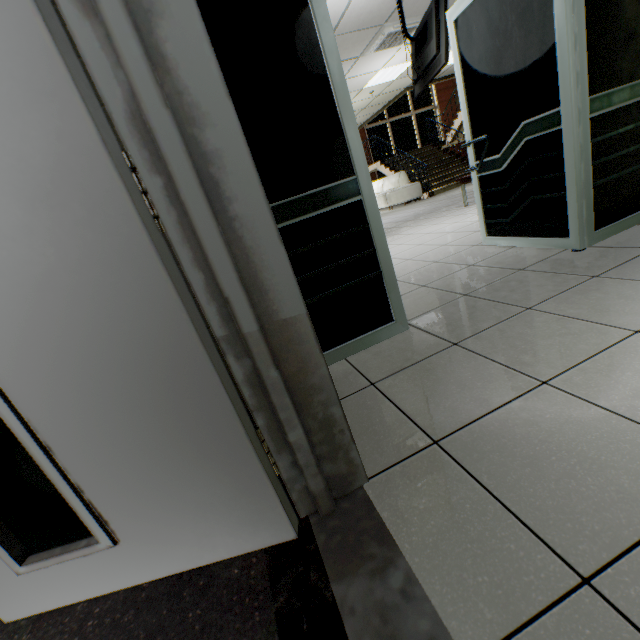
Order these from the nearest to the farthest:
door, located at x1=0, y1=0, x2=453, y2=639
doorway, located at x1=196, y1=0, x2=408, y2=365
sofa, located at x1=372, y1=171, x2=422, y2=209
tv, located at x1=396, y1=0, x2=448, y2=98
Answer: door, located at x1=0, y1=0, x2=453, y2=639, doorway, located at x1=196, y1=0, x2=408, y2=365, tv, located at x1=396, y1=0, x2=448, y2=98, sofa, located at x1=372, y1=171, x2=422, y2=209

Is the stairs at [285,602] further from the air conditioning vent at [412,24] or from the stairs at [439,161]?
the stairs at [439,161]

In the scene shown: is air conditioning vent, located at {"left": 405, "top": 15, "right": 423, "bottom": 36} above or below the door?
above

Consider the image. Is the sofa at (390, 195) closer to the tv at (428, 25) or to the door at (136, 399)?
the tv at (428, 25)

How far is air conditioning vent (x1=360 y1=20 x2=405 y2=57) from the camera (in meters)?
5.48

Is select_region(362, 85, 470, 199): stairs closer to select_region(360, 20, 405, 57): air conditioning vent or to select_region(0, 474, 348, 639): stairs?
select_region(360, 20, 405, 57): air conditioning vent

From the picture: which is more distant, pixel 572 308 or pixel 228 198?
pixel 572 308

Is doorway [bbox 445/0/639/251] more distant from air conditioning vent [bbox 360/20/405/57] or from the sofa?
the sofa
